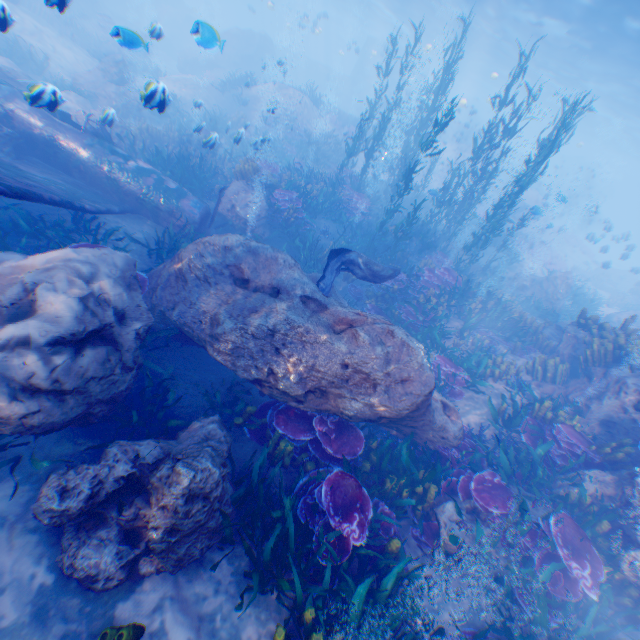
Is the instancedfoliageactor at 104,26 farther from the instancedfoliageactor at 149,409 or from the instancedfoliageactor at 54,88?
the instancedfoliageactor at 149,409

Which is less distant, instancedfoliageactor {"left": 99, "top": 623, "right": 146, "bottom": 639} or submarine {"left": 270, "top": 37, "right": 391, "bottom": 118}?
instancedfoliageactor {"left": 99, "top": 623, "right": 146, "bottom": 639}

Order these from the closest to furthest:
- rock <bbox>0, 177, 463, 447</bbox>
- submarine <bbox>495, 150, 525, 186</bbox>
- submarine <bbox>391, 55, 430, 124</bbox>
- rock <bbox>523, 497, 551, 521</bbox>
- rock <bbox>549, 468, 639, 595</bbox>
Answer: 1. rock <bbox>0, 177, 463, 447</bbox>
2. rock <bbox>549, 468, 639, 595</bbox>
3. rock <bbox>523, 497, 551, 521</bbox>
4. submarine <bbox>391, 55, 430, 124</bbox>
5. submarine <bbox>495, 150, 525, 186</bbox>

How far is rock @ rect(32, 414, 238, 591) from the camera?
3.6 meters

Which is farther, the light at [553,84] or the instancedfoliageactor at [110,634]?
the light at [553,84]

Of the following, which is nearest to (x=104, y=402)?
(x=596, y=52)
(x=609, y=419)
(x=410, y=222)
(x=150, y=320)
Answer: (x=150, y=320)

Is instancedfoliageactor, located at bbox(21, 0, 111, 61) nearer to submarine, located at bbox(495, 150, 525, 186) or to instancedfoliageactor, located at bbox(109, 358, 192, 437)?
submarine, located at bbox(495, 150, 525, 186)
